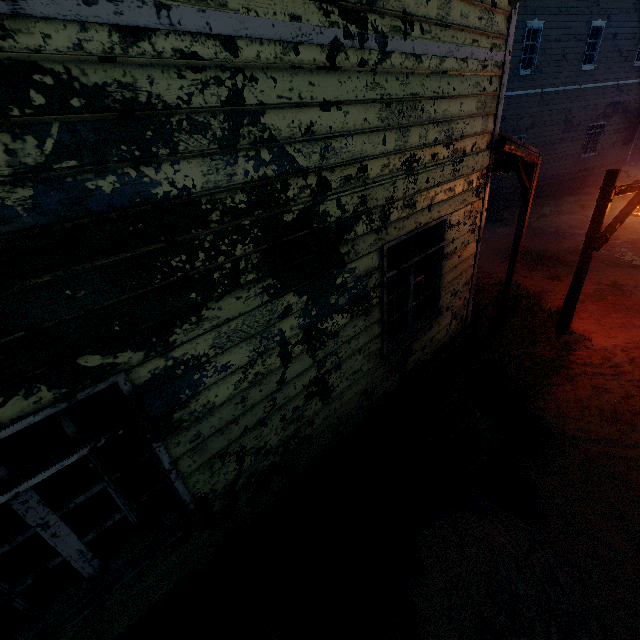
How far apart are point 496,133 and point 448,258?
1.8m

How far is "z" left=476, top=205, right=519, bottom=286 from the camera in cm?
1012

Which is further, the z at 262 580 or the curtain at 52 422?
the z at 262 580

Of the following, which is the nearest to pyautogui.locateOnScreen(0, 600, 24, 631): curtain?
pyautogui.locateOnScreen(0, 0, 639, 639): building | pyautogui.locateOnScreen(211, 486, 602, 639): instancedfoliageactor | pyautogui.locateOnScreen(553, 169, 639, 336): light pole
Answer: pyautogui.locateOnScreen(0, 0, 639, 639): building

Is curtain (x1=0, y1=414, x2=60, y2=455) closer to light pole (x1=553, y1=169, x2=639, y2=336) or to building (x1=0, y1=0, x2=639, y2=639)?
building (x1=0, y1=0, x2=639, y2=639)

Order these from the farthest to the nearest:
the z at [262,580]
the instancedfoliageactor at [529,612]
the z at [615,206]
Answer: the z at [615,206] → the z at [262,580] → the instancedfoliageactor at [529,612]

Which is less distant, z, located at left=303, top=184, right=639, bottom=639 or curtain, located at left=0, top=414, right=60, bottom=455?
curtain, located at left=0, top=414, right=60, bottom=455

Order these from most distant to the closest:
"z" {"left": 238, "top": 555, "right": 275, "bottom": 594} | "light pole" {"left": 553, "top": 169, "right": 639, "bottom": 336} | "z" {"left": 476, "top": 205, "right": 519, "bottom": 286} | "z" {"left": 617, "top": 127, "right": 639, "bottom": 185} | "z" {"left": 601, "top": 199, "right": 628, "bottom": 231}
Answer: "z" {"left": 617, "top": 127, "right": 639, "bottom": 185} < "z" {"left": 601, "top": 199, "right": 628, "bottom": 231} < "z" {"left": 476, "top": 205, "right": 519, "bottom": 286} < "light pole" {"left": 553, "top": 169, "right": 639, "bottom": 336} < "z" {"left": 238, "top": 555, "right": 275, "bottom": 594}
